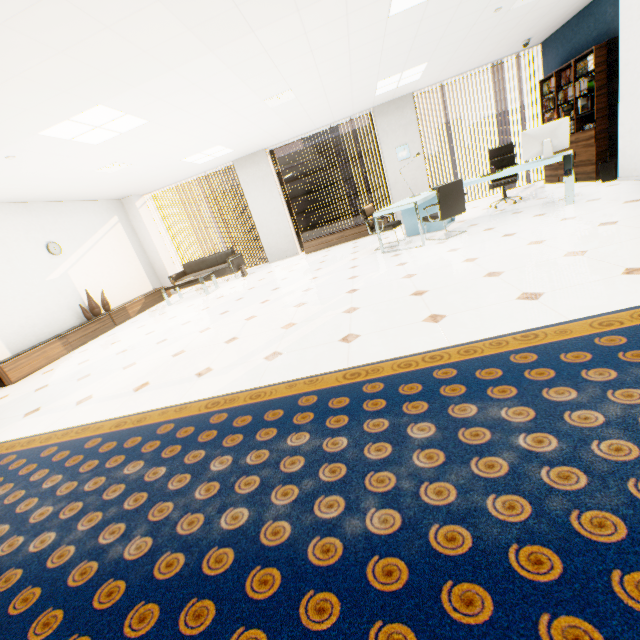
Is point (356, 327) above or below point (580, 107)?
below

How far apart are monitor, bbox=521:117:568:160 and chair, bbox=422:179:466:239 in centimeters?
105cm

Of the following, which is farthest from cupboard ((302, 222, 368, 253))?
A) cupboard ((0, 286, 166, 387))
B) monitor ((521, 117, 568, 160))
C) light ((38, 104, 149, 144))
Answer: light ((38, 104, 149, 144))

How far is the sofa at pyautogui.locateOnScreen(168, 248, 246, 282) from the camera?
8.7 meters

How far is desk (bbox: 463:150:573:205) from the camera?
4.9m

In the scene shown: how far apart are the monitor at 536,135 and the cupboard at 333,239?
3.71m

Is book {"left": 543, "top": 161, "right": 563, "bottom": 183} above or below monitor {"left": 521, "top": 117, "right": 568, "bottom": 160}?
below

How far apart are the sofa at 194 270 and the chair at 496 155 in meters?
6.3 m
